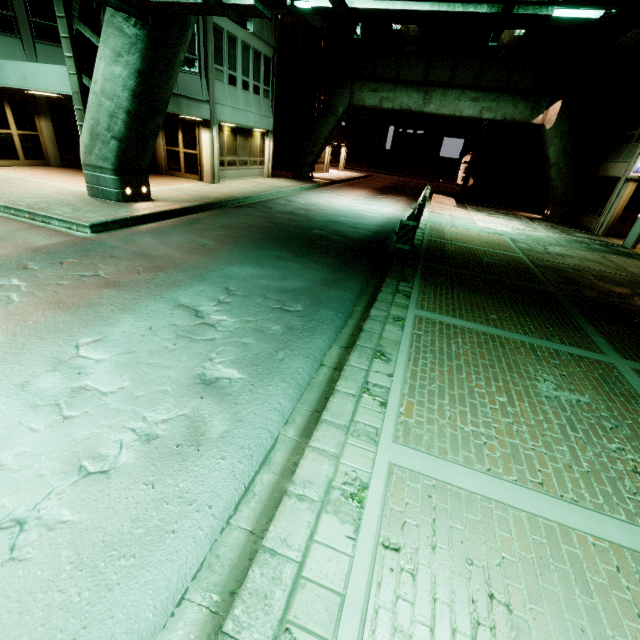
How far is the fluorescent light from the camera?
5.9 meters

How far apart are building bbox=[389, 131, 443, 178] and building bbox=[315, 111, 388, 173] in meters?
7.5

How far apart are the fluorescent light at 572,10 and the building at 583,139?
20.9 meters

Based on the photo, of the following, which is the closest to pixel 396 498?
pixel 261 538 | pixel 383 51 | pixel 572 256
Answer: pixel 261 538

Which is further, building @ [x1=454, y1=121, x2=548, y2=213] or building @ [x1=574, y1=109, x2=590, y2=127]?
building @ [x1=454, y1=121, x2=548, y2=213]

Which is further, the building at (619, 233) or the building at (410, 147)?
the building at (410, 147)

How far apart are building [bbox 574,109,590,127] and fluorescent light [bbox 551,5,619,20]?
20.9 meters
